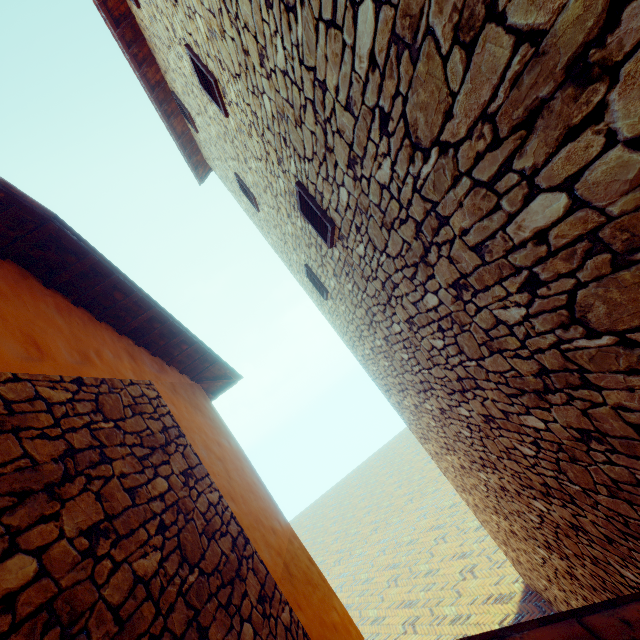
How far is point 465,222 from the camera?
1.84m

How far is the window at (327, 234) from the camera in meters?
3.6

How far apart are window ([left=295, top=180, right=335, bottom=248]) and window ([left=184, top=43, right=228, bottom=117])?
1.8m

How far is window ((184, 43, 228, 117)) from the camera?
4.1 meters

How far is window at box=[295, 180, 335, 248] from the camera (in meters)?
3.65

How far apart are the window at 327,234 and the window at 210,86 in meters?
1.8

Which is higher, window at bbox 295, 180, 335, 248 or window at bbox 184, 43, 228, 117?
window at bbox 184, 43, 228, 117
